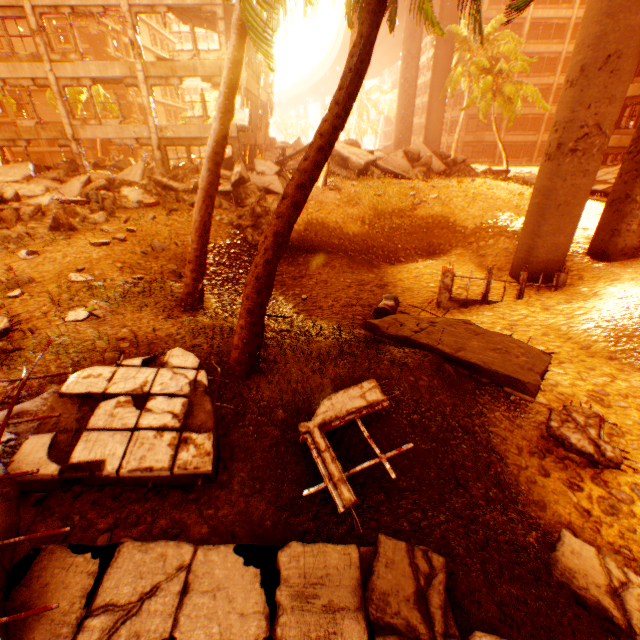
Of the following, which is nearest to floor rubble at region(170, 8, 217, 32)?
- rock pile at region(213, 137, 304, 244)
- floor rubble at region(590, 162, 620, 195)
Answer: rock pile at region(213, 137, 304, 244)

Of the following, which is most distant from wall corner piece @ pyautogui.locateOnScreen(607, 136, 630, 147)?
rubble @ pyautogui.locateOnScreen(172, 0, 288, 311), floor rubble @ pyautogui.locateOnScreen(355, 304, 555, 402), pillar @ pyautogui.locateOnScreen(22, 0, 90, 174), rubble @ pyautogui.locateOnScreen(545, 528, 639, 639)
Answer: pillar @ pyautogui.locateOnScreen(22, 0, 90, 174)

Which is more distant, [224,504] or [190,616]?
[224,504]

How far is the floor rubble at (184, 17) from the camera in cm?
1783

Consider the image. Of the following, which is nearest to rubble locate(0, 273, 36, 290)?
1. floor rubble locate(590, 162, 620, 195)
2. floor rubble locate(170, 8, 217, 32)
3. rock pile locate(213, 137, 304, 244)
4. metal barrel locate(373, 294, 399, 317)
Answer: rock pile locate(213, 137, 304, 244)

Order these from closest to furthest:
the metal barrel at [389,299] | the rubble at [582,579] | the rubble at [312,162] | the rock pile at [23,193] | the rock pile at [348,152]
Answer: the rubble at [582,579] < the rubble at [312,162] < the metal barrel at [389,299] < the rock pile at [23,193] < the rock pile at [348,152]

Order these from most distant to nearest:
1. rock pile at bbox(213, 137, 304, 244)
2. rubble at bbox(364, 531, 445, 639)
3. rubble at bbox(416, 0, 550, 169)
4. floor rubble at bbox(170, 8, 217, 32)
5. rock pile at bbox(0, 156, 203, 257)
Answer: floor rubble at bbox(170, 8, 217, 32), rock pile at bbox(213, 137, 304, 244), rock pile at bbox(0, 156, 203, 257), rubble at bbox(416, 0, 550, 169), rubble at bbox(364, 531, 445, 639)

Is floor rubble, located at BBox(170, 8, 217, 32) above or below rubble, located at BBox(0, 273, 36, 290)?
above
